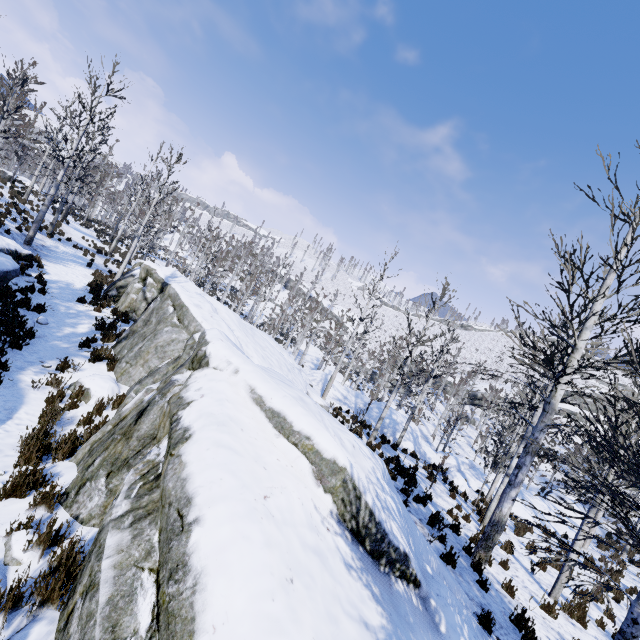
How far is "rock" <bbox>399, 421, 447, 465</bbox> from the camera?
19.0 meters

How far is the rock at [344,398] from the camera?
20.09m

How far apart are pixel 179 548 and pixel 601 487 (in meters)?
5.84

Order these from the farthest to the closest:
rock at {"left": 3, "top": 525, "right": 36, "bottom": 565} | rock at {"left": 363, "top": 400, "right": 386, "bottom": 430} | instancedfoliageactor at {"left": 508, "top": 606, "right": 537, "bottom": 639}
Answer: rock at {"left": 363, "top": 400, "right": 386, "bottom": 430}
instancedfoliageactor at {"left": 508, "top": 606, "right": 537, "bottom": 639}
rock at {"left": 3, "top": 525, "right": 36, "bottom": 565}

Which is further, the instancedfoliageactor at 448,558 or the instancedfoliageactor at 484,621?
the instancedfoliageactor at 448,558

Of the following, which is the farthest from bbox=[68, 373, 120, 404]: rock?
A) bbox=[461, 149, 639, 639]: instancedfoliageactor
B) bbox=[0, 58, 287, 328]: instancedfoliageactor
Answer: bbox=[0, 58, 287, 328]: instancedfoliageactor

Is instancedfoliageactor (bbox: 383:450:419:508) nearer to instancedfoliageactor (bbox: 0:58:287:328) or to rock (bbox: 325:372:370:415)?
rock (bbox: 325:372:370:415)
